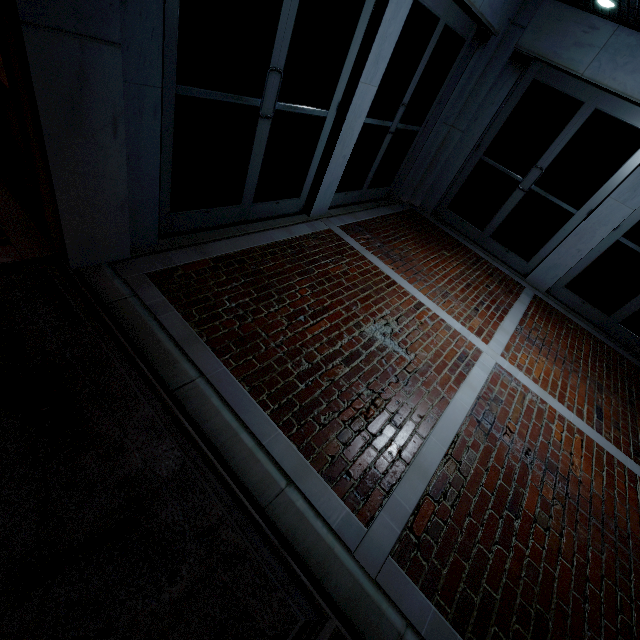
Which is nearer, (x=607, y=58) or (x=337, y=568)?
(x=337, y=568)
